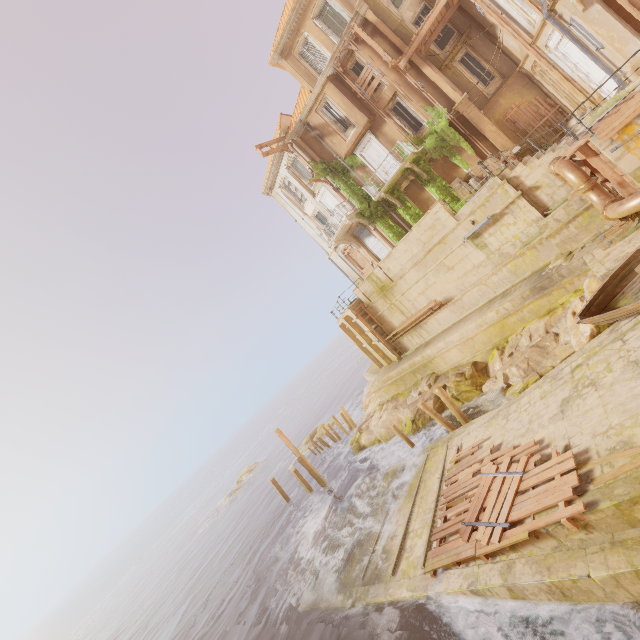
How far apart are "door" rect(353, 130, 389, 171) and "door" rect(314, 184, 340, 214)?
3.1 meters

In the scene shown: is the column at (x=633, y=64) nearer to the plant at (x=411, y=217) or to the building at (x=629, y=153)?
the plant at (x=411, y=217)

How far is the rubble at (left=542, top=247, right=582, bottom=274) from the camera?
13.0 meters

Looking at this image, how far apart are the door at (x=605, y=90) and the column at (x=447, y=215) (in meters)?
7.90

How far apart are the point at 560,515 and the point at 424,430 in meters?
11.5

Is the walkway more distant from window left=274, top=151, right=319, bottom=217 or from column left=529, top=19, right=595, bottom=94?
window left=274, top=151, right=319, bottom=217

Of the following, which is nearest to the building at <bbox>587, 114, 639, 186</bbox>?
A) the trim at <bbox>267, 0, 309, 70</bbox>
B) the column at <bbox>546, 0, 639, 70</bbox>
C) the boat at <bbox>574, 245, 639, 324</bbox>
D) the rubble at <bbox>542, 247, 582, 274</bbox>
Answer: the boat at <bbox>574, 245, 639, 324</bbox>

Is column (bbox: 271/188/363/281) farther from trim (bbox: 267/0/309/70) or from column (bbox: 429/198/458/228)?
trim (bbox: 267/0/309/70)
